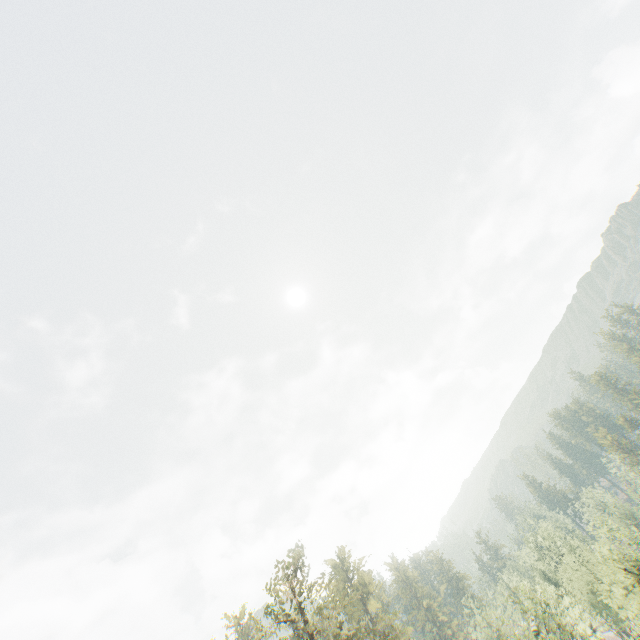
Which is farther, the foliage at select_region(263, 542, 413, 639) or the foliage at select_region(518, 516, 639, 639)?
the foliage at select_region(518, 516, 639, 639)

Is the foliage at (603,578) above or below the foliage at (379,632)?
below

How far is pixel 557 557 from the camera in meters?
59.7

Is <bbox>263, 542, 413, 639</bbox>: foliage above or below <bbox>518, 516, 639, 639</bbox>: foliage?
above

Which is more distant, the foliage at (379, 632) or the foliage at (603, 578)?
the foliage at (603, 578)
